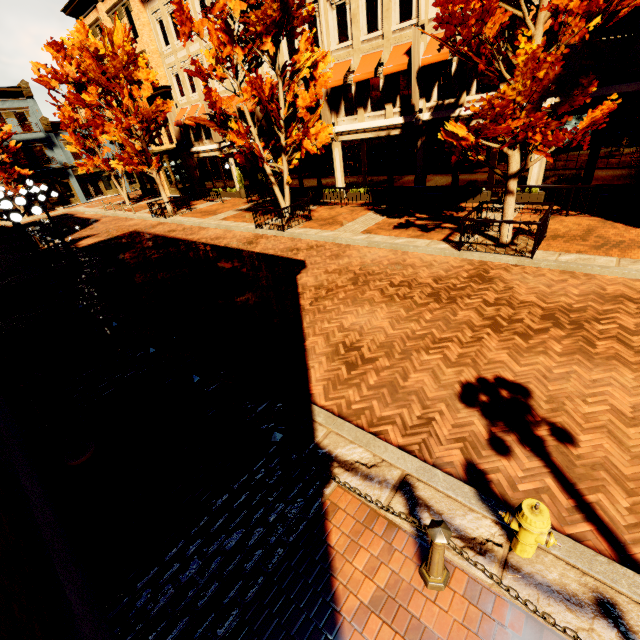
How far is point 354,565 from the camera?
3.44m

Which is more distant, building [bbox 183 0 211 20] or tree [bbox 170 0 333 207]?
building [bbox 183 0 211 20]

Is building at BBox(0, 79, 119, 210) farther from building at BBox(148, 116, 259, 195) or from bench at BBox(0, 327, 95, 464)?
bench at BBox(0, 327, 95, 464)

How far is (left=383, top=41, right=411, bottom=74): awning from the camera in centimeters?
1342cm

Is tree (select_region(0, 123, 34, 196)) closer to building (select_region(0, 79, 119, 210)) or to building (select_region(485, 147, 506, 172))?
building (select_region(0, 79, 119, 210))

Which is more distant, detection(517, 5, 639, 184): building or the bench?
detection(517, 5, 639, 184): building

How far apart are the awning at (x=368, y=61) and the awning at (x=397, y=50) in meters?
0.5

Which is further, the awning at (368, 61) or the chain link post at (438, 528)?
the awning at (368, 61)
